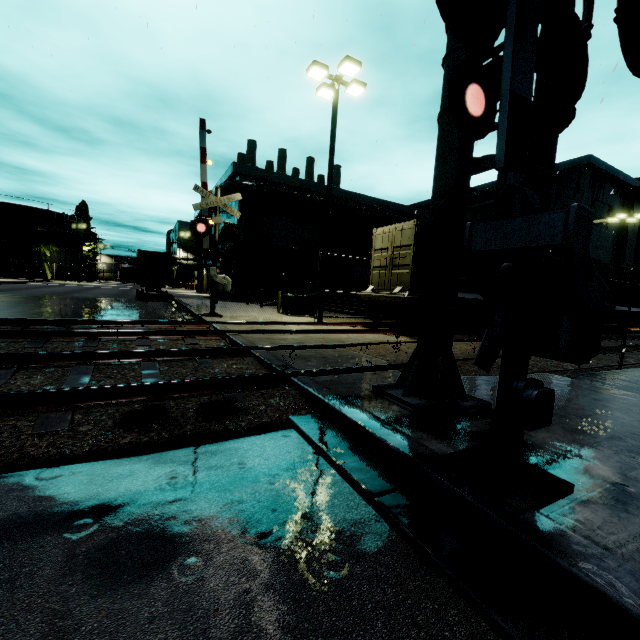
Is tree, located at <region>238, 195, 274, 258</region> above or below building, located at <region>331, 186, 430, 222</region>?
below

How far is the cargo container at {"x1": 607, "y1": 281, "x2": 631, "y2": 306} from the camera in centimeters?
1913cm

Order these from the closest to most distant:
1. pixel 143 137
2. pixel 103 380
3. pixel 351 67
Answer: pixel 103 380 < pixel 351 67 < pixel 143 137

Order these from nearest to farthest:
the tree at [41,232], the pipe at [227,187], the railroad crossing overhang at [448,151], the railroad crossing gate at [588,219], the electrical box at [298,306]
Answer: the railroad crossing gate at [588,219] < the railroad crossing overhang at [448,151] < the electrical box at [298,306] < the pipe at [227,187] < the tree at [41,232]

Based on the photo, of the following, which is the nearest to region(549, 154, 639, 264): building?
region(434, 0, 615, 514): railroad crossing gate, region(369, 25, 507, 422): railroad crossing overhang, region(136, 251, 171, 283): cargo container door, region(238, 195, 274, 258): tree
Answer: region(238, 195, 274, 258): tree

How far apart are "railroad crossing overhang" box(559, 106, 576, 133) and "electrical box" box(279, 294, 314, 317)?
12.7 meters

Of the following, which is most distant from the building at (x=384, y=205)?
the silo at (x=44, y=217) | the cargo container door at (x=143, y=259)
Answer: the cargo container door at (x=143, y=259)

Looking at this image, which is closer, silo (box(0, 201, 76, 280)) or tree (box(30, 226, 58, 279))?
silo (box(0, 201, 76, 280))
